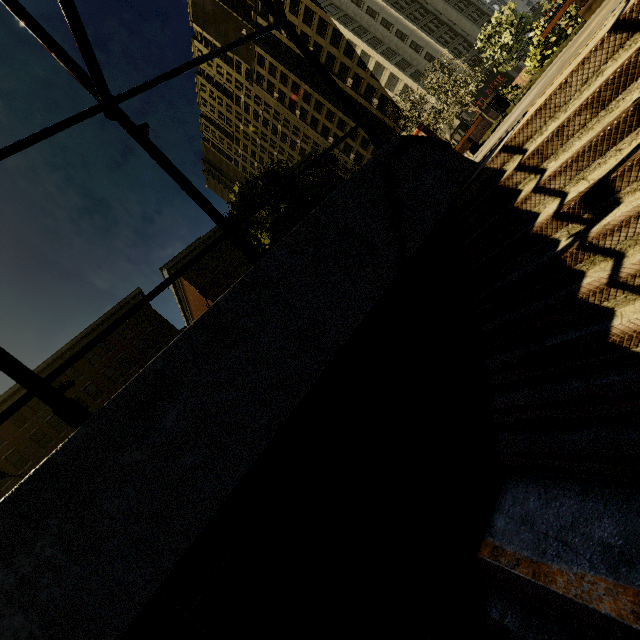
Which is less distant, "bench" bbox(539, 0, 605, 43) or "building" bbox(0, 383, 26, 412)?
"bench" bbox(539, 0, 605, 43)

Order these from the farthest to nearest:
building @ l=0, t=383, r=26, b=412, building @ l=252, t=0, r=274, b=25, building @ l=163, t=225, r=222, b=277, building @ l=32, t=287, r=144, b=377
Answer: building @ l=252, t=0, r=274, b=25 → building @ l=163, t=225, r=222, b=277 → building @ l=32, t=287, r=144, b=377 → building @ l=0, t=383, r=26, b=412

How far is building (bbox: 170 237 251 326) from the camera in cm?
3991

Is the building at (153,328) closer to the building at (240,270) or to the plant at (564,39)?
the building at (240,270)

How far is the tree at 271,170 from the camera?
10.5m

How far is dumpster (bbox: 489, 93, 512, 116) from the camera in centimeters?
1201cm

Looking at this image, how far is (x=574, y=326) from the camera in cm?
295
